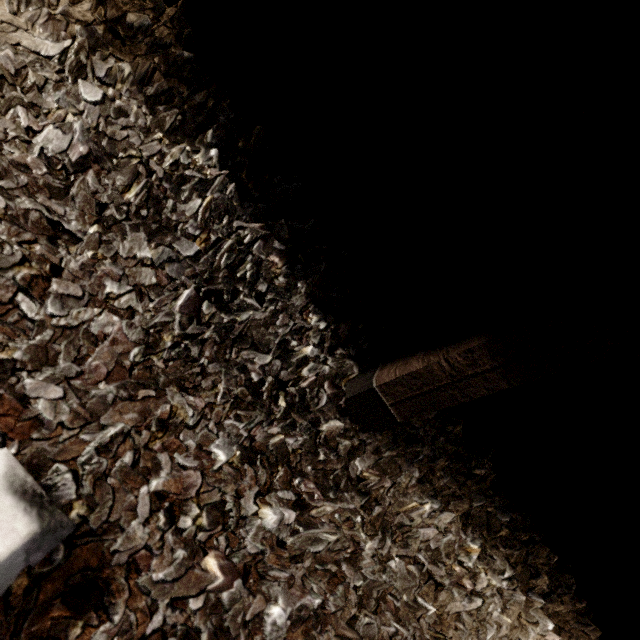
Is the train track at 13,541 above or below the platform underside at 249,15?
below

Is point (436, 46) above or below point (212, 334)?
above

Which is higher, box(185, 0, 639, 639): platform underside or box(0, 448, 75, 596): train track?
box(185, 0, 639, 639): platform underside
